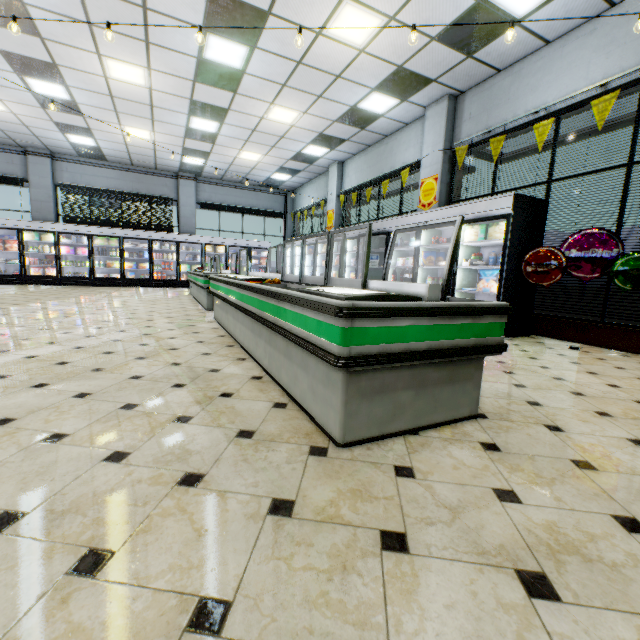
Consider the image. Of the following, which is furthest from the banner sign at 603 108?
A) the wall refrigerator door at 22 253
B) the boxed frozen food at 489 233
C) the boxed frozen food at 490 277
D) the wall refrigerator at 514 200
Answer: the wall refrigerator door at 22 253

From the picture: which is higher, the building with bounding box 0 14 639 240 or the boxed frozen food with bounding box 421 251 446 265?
the building with bounding box 0 14 639 240

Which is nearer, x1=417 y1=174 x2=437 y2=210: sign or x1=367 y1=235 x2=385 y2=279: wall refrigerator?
x1=417 y1=174 x2=437 y2=210: sign

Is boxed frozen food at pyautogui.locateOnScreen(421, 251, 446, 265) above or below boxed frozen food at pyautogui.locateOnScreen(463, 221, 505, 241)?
below

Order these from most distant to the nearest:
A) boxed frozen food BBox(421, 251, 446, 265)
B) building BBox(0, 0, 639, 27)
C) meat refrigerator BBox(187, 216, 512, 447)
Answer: boxed frozen food BBox(421, 251, 446, 265) < building BBox(0, 0, 639, 27) < meat refrigerator BBox(187, 216, 512, 447)

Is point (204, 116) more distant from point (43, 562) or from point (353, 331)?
point (43, 562)

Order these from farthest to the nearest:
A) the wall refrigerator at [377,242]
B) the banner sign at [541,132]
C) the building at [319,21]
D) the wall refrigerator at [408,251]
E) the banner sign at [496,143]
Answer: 1. the wall refrigerator at [377,242]
2. the wall refrigerator at [408,251]
3. the banner sign at [496,143]
4. the banner sign at [541,132]
5. the building at [319,21]

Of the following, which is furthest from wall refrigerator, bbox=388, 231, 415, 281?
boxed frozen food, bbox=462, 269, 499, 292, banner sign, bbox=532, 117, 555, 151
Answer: banner sign, bbox=532, 117, 555, 151
